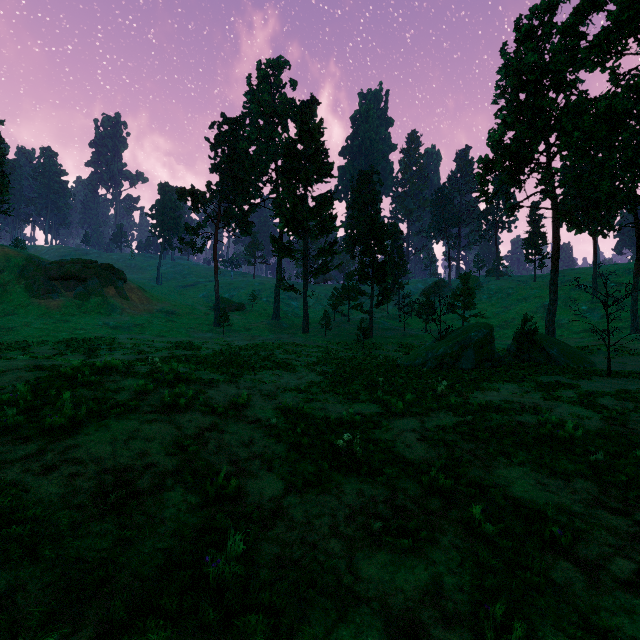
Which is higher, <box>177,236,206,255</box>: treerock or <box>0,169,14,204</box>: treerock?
<box>0,169,14,204</box>: treerock

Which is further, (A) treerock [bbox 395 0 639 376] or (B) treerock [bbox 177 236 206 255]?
(B) treerock [bbox 177 236 206 255]

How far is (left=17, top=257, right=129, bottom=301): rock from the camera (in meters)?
41.53

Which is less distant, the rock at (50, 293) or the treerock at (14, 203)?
the rock at (50, 293)

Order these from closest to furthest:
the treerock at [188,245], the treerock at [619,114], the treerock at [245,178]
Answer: the treerock at [619,114]
the treerock at [245,178]
the treerock at [188,245]

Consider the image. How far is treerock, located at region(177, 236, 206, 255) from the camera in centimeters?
4522cm

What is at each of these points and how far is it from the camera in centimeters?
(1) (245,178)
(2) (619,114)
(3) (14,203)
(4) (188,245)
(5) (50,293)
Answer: (1) treerock, 4625cm
(2) treerock, 2234cm
(3) treerock, 4769cm
(4) treerock, 4628cm
(5) rock, 4153cm
